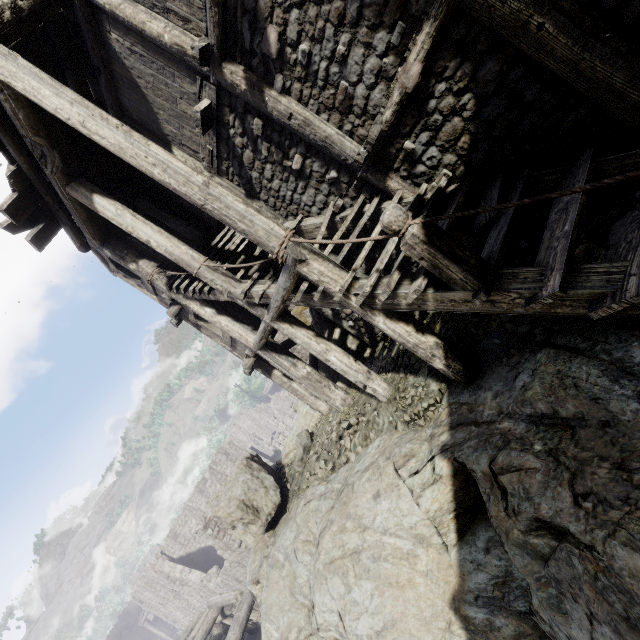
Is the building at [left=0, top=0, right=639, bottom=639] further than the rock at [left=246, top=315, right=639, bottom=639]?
Yes

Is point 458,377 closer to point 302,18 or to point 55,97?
point 302,18

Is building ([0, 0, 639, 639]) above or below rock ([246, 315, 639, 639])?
above

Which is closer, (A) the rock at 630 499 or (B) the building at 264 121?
(A) the rock at 630 499

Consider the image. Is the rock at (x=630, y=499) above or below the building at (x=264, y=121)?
below
